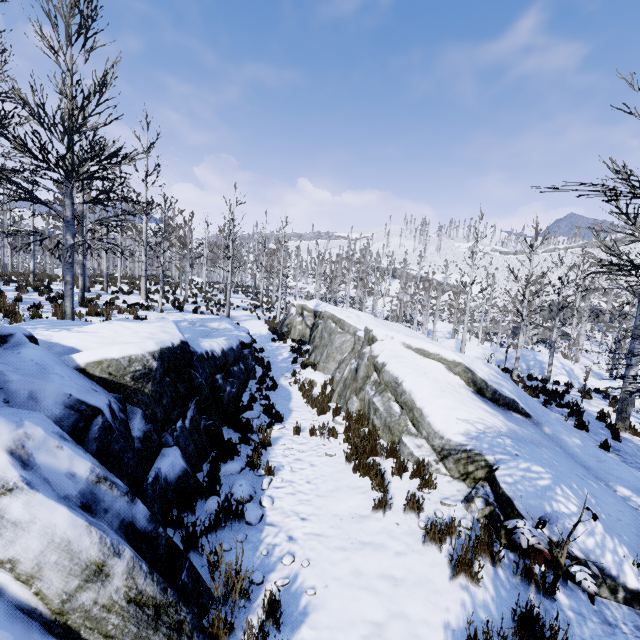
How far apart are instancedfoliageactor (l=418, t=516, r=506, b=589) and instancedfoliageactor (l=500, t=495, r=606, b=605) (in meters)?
0.15

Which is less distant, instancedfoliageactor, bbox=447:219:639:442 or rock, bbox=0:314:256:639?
rock, bbox=0:314:256:639

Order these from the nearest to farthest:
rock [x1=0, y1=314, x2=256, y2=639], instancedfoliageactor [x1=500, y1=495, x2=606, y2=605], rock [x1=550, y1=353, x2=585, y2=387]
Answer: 1. rock [x1=0, y1=314, x2=256, y2=639]
2. instancedfoliageactor [x1=500, y1=495, x2=606, y2=605]
3. rock [x1=550, y1=353, x2=585, y2=387]

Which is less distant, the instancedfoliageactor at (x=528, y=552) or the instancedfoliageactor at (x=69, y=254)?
the instancedfoliageactor at (x=528, y=552)

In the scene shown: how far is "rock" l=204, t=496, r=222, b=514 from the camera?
4.4m

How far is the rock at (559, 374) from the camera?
19.8 meters

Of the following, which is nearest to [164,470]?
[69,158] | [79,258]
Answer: [69,158]

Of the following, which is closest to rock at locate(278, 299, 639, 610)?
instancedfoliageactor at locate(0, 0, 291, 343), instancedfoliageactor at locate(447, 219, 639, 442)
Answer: instancedfoliageactor at locate(447, 219, 639, 442)
